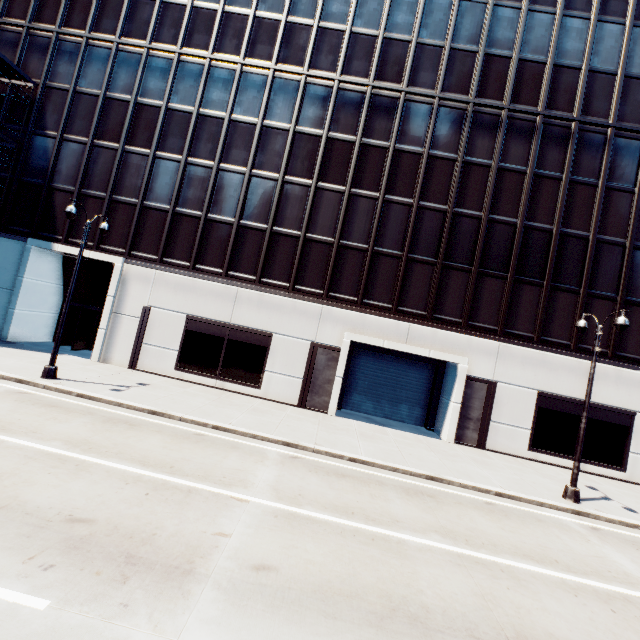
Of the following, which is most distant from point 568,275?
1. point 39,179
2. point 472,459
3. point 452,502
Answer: point 39,179

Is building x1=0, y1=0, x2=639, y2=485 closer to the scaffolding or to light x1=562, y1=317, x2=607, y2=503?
the scaffolding

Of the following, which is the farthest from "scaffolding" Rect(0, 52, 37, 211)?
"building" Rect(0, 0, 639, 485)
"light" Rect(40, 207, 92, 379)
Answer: "light" Rect(40, 207, 92, 379)

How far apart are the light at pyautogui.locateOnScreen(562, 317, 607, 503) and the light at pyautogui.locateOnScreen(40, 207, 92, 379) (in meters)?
21.00

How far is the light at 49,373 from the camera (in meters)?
13.33

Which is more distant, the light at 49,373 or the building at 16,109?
the building at 16,109

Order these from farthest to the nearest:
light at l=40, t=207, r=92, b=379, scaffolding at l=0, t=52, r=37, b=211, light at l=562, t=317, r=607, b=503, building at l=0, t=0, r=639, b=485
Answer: scaffolding at l=0, t=52, r=37, b=211 < building at l=0, t=0, r=639, b=485 < light at l=40, t=207, r=92, b=379 < light at l=562, t=317, r=607, b=503
